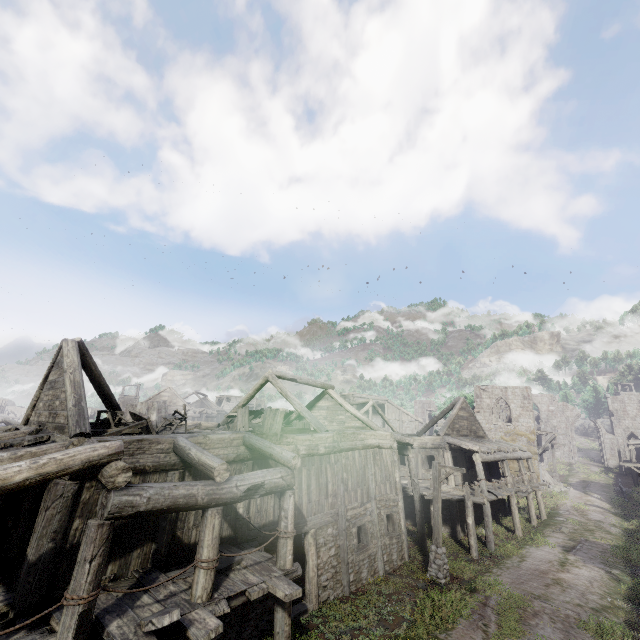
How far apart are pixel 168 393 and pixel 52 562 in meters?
52.2 m

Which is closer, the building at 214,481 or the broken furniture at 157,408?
the building at 214,481

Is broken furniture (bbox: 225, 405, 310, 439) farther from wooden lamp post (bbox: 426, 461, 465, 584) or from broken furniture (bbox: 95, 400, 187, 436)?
wooden lamp post (bbox: 426, 461, 465, 584)

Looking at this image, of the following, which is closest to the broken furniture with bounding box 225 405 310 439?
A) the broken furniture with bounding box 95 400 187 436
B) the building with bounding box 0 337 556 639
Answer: the building with bounding box 0 337 556 639

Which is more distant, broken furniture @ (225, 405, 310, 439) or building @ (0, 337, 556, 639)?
broken furniture @ (225, 405, 310, 439)

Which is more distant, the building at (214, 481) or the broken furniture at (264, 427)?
the broken furniture at (264, 427)
